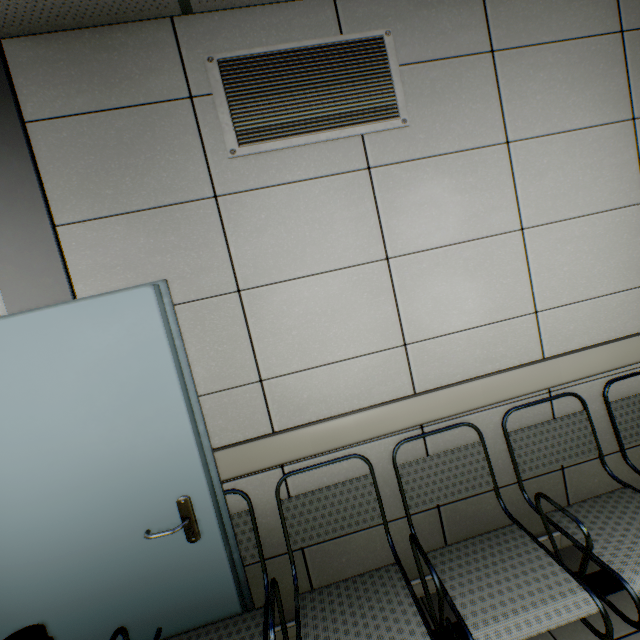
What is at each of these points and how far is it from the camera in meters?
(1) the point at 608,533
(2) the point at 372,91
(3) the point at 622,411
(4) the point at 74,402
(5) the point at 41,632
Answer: (1) chair, 1.5
(2) ventilation grill, 1.7
(3) chair, 1.9
(4) door, 1.4
(5) garbage can, 1.4

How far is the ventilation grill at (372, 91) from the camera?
1.59m

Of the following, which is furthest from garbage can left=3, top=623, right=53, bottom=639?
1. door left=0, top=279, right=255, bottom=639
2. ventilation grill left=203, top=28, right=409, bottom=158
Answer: ventilation grill left=203, top=28, right=409, bottom=158

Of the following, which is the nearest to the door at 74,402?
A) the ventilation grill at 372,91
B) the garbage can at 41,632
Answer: the garbage can at 41,632

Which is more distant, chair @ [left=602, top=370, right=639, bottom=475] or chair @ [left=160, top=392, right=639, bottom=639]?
chair @ [left=602, top=370, right=639, bottom=475]

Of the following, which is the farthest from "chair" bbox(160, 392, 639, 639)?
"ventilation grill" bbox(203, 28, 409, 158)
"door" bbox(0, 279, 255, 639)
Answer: "ventilation grill" bbox(203, 28, 409, 158)
